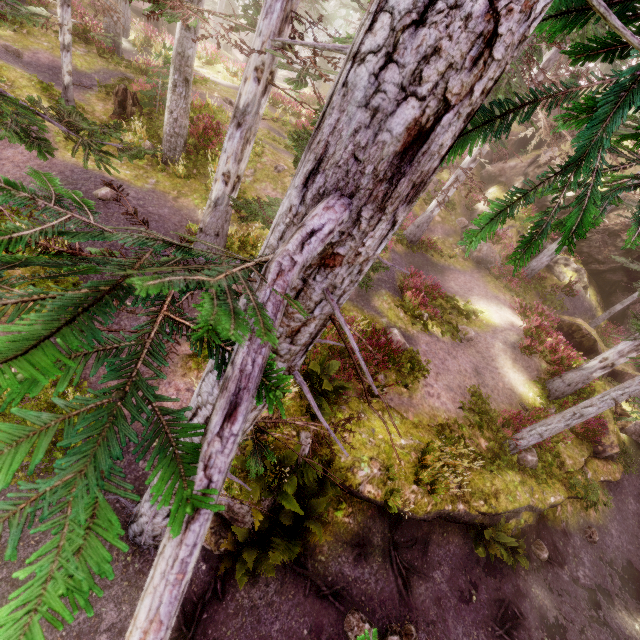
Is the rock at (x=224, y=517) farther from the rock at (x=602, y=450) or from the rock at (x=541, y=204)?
the rock at (x=541, y=204)

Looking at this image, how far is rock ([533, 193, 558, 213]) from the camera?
20.3 meters

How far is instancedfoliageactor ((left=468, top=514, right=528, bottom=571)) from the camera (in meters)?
8.85

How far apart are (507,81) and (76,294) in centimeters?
1130cm

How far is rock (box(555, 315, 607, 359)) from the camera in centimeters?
1595cm

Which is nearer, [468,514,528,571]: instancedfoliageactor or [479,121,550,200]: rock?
[468,514,528,571]: instancedfoliageactor

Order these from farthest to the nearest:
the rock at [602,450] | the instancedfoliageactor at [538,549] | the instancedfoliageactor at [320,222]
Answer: the rock at [602,450]
the instancedfoliageactor at [538,549]
the instancedfoliageactor at [320,222]

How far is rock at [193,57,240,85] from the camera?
21.3m
